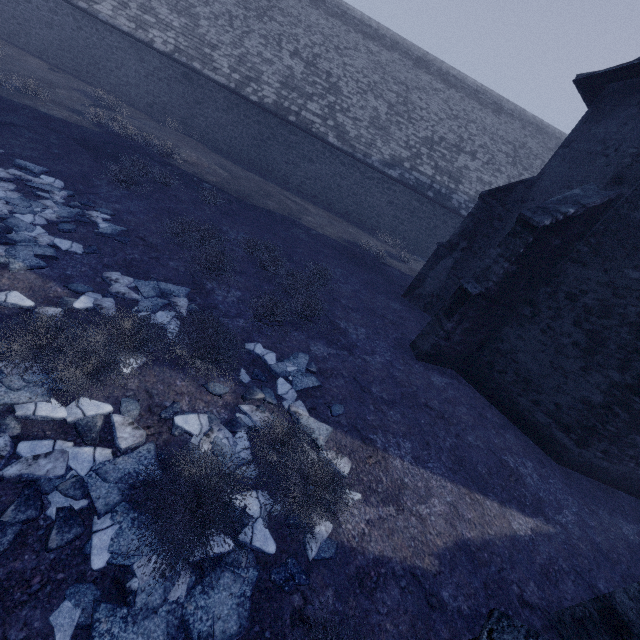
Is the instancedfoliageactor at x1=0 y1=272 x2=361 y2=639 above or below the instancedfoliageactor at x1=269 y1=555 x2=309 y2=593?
above

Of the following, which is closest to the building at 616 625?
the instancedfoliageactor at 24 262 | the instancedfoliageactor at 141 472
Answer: the instancedfoliageactor at 141 472

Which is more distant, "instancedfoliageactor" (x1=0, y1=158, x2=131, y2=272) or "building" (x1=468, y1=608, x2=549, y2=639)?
"instancedfoliageactor" (x1=0, y1=158, x2=131, y2=272)

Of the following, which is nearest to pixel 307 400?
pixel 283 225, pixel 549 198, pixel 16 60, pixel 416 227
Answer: pixel 549 198

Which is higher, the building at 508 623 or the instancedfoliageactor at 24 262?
the building at 508 623

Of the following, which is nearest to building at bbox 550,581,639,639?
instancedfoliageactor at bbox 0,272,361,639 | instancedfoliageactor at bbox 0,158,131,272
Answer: instancedfoliageactor at bbox 0,272,361,639

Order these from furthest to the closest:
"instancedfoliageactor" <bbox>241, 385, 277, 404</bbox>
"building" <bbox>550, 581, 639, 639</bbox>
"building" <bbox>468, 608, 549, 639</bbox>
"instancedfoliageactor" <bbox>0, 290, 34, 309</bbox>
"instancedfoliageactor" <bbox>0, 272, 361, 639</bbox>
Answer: "instancedfoliageactor" <bbox>241, 385, 277, 404</bbox>, "instancedfoliageactor" <bbox>0, 290, 34, 309</bbox>, "building" <bbox>550, 581, 639, 639</bbox>, "instancedfoliageactor" <bbox>0, 272, 361, 639</bbox>, "building" <bbox>468, 608, 549, 639</bbox>

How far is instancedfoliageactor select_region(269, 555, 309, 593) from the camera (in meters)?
3.34
